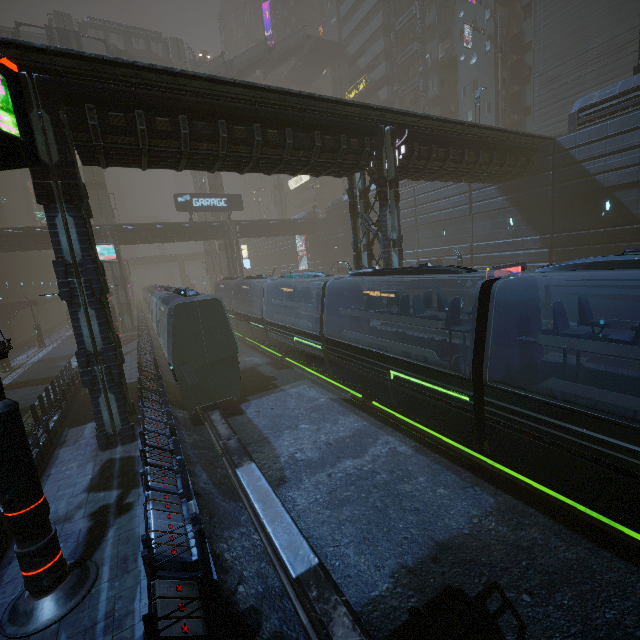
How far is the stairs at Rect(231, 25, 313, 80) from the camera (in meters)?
44.44

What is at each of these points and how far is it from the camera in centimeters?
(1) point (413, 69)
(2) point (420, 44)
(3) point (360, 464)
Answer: (1) building, 4347cm
(2) building structure, 3941cm
(3) train rail, 1084cm

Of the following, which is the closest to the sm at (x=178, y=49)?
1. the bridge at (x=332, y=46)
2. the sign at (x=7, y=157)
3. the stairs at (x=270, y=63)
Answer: the stairs at (x=270, y=63)

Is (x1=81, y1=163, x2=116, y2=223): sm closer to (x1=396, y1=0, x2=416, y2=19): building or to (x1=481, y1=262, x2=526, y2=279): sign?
(x1=396, y1=0, x2=416, y2=19): building

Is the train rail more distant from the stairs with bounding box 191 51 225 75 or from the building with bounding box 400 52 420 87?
the stairs with bounding box 191 51 225 75

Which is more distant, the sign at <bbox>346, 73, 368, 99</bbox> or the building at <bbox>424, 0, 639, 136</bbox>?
the sign at <bbox>346, 73, 368, 99</bbox>

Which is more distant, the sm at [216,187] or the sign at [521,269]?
the sm at [216,187]

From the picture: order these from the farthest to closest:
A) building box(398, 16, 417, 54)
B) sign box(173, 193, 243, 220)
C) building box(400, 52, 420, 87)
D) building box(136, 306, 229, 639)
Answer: building box(400, 52, 420, 87) < building box(398, 16, 417, 54) < sign box(173, 193, 243, 220) < building box(136, 306, 229, 639)
